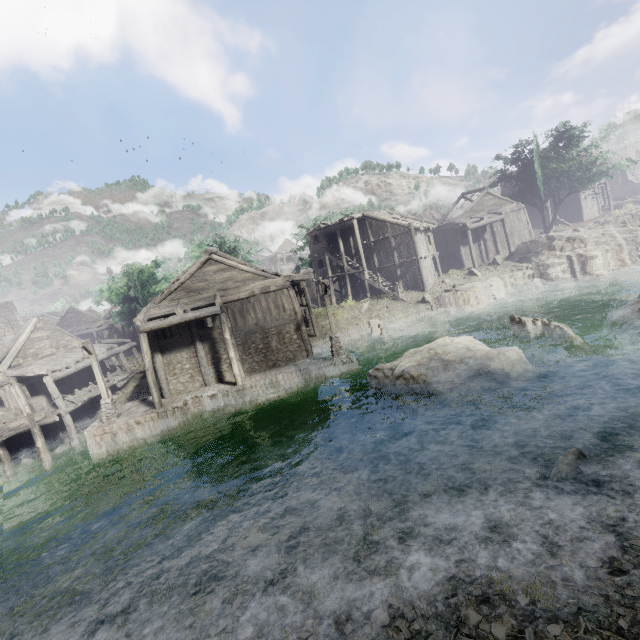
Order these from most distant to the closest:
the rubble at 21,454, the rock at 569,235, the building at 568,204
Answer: the building at 568,204 < the rock at 569,235 < the rubble at 21,454

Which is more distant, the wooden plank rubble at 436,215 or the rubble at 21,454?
the wooden plank rubble at 436,215

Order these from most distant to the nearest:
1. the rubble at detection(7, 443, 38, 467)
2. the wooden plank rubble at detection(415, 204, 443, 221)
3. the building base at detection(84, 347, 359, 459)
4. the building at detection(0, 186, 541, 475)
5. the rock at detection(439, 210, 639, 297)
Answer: the wooden plank rubble at detection(415, 204, 443, 221) < the rock at detection(439, 210, 639, 297) < the building at detection(0, 186, 541, 475) < the rubble at detection(7, 443, 38, 467) < the building base at detection(84, 347, 359, 459)

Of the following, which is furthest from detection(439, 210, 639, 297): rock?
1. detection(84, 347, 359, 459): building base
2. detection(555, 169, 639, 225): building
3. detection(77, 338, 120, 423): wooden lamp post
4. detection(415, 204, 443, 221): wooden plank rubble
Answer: detection(77, 338, 120, 423): wooden lamp post

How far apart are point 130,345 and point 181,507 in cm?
2404

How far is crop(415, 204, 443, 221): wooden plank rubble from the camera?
48.94m

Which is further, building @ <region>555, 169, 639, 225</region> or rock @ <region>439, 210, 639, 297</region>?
building @ <region>555, 169, 639, 225</region>

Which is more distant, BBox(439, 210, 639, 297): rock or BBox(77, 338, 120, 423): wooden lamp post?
BBox(439, 210, 639, 297): rock
